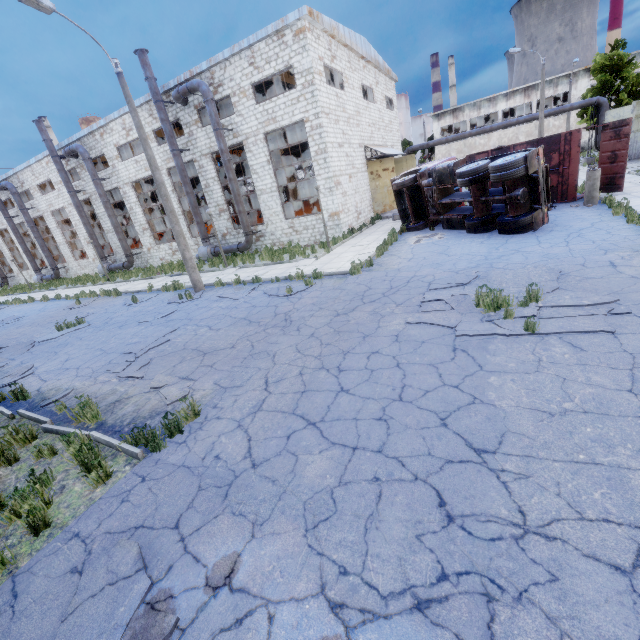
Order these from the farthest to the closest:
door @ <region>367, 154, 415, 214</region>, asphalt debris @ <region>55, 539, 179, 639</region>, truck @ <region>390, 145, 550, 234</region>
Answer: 1. door @ <region>367, 154, 415, 214</region>
2. truck @ <region>390, 145, 550, 234</region>
3. asphalt debris @ <region>55, 539, 179, 639</region>

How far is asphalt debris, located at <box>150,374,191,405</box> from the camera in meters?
6.1

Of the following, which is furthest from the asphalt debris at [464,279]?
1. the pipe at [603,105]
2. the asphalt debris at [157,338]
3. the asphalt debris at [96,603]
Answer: the pipe at [603,105]

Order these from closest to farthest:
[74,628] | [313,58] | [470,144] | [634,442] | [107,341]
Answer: [74,628], [634,442], [107,341], [313,58], [470,144]

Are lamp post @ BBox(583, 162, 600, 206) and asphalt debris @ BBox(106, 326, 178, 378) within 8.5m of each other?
no

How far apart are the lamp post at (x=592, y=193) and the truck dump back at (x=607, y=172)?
1.8m

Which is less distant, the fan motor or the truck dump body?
the truck dump body

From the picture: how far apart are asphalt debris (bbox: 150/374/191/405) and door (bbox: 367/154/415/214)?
21.5 meters
